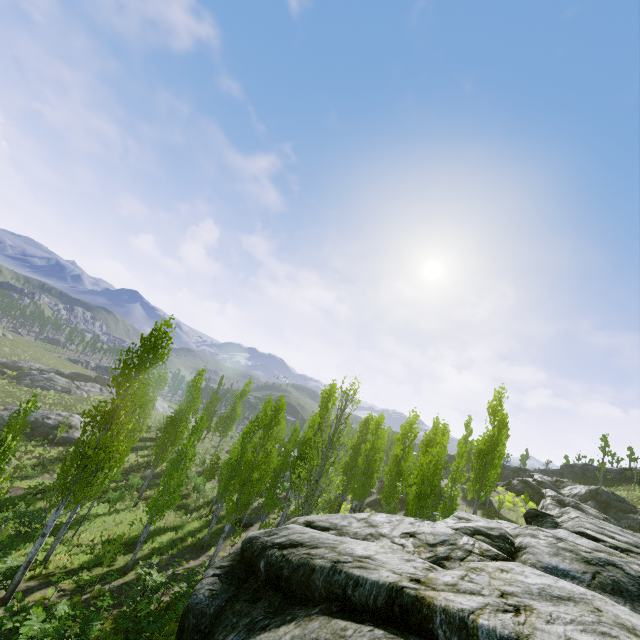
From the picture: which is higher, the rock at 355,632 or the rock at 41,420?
the rock at 355,632

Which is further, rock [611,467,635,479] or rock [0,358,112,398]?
rock [611,467,635,479]

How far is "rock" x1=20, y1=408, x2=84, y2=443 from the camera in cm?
3475

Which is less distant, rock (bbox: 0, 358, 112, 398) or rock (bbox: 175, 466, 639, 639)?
rock (bbox: 175, 466, 639, 639)

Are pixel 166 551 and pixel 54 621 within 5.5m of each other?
no

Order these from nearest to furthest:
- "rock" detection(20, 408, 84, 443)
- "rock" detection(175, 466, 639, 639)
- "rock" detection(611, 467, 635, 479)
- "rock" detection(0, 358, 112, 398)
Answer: "rock" detection(175, 466, 639, 639) < "rock" detection(20, 408, 84, 443) < "rock" detection(0, 358, 112, 398) < "rock" detection(611, 467, 635, 479)

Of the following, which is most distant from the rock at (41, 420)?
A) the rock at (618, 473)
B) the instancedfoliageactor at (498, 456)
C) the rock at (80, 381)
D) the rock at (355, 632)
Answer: the rock at (618, 473)

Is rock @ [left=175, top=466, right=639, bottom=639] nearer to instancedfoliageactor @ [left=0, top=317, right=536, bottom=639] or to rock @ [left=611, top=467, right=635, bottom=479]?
instancedfoliageactor @ [left=0, top=317, right=536, bottom=639]
